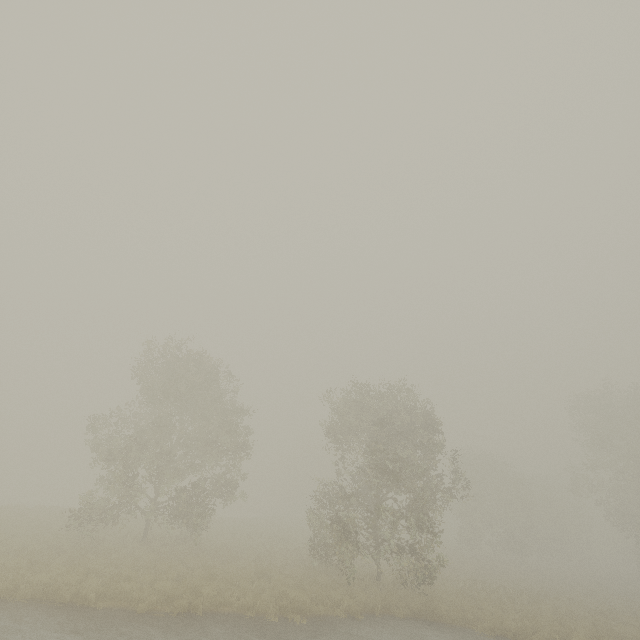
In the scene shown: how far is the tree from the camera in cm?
1781

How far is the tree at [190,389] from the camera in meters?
17.8

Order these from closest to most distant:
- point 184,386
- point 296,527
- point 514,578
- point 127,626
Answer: point 127,626 → point 184,386 → point 514,578 → point 296,527
